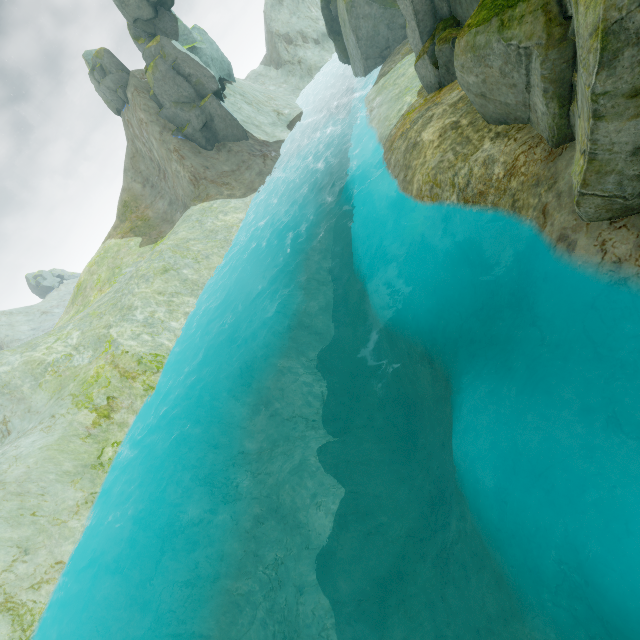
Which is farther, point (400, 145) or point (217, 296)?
point (217, 296)

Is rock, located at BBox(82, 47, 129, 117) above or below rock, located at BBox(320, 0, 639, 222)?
above

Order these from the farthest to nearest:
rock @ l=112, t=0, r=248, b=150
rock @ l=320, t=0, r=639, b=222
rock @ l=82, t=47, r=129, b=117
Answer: rock @ l=82, t=47, r=129, b=117, rock @ l=112, t=0, r=248, b=150, rock @ l=320, t=0, r=639, b=222

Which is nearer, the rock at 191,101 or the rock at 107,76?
the rock at 191,101

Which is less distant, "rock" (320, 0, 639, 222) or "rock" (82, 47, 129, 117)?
"rock" (320, 0, 639, 222)
